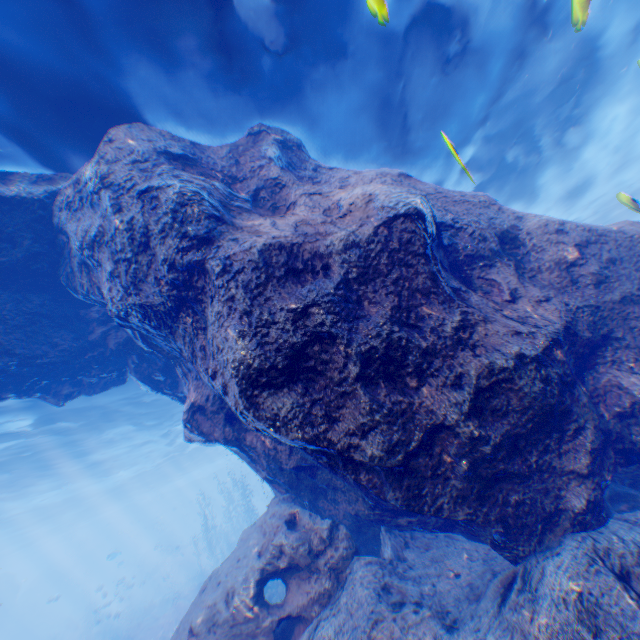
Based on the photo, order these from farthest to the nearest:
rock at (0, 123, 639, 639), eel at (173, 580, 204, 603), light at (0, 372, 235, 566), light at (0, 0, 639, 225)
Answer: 1. eel at (173, 580, 204, 603)
2. light at (0, 372, 235, 566)
3. light at (0, 0, 639, 225)
4. rock at (0, 123, 639, 639)

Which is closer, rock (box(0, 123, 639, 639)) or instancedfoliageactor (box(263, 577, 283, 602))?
rock (box(0, 123, 639, 639))

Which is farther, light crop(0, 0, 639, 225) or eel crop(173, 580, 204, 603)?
eel crop(173, 580, 204, 603)

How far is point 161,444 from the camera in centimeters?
2909cm

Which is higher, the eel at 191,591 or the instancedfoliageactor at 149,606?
the eel at 191,591

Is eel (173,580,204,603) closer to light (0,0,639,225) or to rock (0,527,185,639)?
rock (0,527,185,639)

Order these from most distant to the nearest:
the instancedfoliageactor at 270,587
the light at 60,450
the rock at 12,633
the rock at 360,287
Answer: the rock at 12,633, the light at 60,450, the instancedfoliageactor at 270,587, the rock at 360,287

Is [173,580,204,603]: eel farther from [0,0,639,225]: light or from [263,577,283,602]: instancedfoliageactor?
[0,0,639,225]: light
